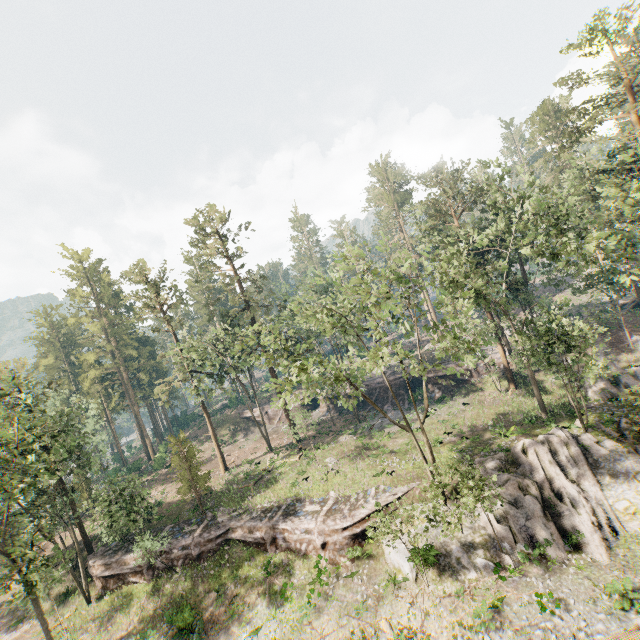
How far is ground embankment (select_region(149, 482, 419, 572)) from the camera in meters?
23.5

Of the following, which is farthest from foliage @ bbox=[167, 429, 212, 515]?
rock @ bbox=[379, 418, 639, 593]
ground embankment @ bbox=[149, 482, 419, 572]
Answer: rock @ bbox=[379, 418, 639, 593]

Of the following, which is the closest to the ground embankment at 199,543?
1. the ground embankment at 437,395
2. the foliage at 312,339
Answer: the foliage at 312,339

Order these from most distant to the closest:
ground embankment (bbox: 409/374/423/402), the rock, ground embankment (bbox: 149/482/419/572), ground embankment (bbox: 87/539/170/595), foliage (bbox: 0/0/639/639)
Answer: ground embankment (bbox: 409/374/423/402)
ground embankment (bbox: 87/539/170/595)
ground embankment (bbox: 149/482/419/572)
foliage (bbox: 0/0/639/639)
the rock

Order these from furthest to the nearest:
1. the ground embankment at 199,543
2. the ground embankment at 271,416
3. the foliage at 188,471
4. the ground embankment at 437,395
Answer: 1. the ground embankment at 271,416
2. the ground embankment at 437,395
3. the foliage at 188,471
4. the ground embankment at 199,543

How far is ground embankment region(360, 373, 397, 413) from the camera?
43.5 meters

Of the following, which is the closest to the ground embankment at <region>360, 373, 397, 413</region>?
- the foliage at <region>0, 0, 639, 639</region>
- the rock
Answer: the foliage at <region>0, 0, 639, 639</region>

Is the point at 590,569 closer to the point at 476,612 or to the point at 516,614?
the point at 516,614
